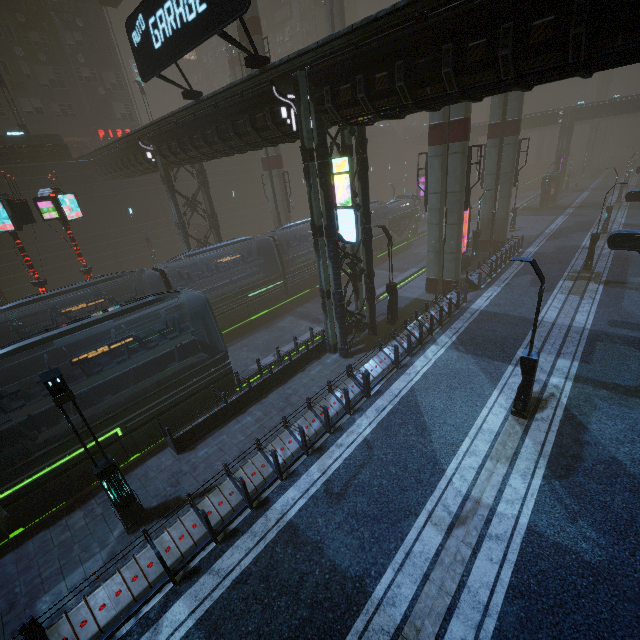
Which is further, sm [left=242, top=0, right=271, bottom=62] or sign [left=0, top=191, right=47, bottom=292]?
sm [left=242, top=0, right=271, bottom=62]

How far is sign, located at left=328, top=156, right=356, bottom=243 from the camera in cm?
1202

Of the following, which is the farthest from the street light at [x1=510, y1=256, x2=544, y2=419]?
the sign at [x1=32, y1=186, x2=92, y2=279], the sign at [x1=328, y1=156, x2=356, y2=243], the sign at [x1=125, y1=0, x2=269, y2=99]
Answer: the sign at [x1=32, y1=186, x2=92, y2=279]

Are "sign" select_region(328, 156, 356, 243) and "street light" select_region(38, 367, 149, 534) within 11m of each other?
yes

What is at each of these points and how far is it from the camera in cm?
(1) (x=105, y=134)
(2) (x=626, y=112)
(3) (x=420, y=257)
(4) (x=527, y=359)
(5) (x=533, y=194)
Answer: (1) sign, 3744
(2) building, 4303
(3) train rail, 3394
(4) street light, 1041
(5) train rail, 5725

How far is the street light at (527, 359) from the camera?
9.45m

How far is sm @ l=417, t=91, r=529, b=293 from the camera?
17.6m

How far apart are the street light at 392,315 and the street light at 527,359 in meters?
7.7 m
